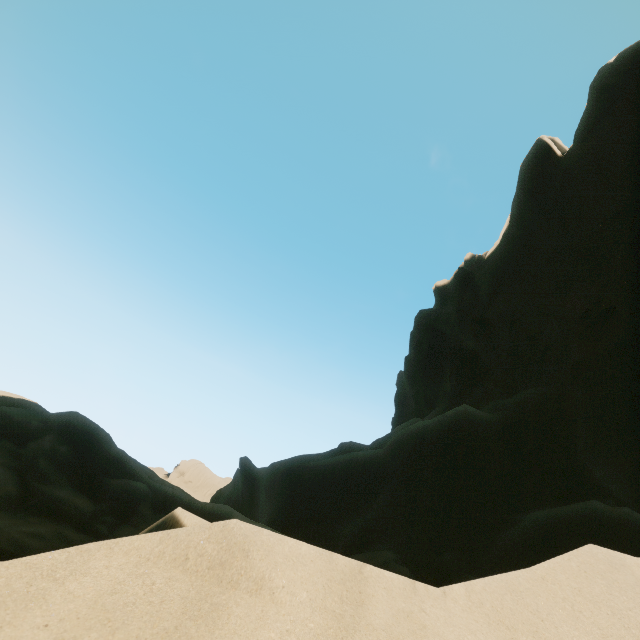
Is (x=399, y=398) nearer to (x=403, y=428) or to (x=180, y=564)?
(x=403, y=428)
